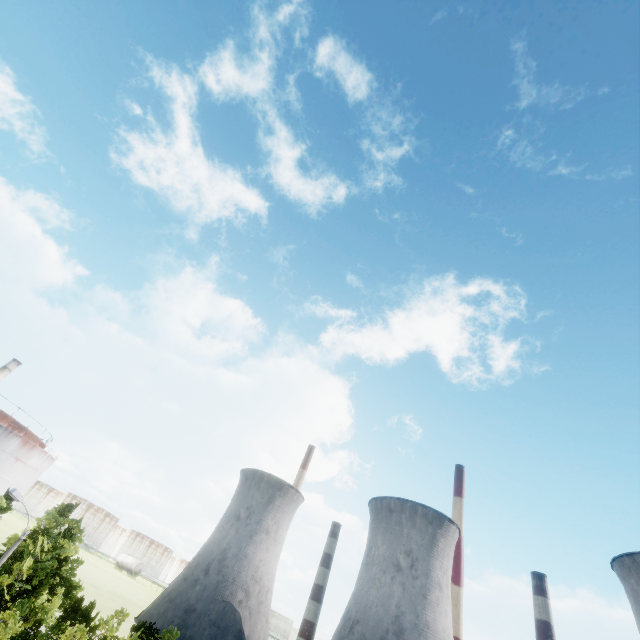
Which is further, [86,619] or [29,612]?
[29,612]
